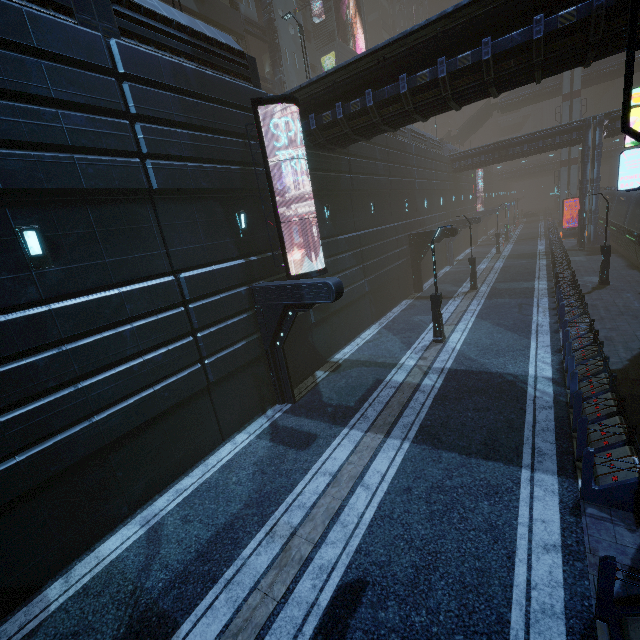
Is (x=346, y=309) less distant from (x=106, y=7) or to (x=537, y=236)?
(x=106, y=7)

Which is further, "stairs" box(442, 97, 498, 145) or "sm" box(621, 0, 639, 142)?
"stairs" box(442, 97, 498, 145)

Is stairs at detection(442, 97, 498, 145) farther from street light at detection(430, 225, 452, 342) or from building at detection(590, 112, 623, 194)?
street light at detection(430, 225, 452, 342)

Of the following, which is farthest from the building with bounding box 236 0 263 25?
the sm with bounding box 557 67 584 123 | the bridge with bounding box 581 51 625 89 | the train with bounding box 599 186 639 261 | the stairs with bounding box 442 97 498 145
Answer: the bridge with bounding box 581 51 625 89

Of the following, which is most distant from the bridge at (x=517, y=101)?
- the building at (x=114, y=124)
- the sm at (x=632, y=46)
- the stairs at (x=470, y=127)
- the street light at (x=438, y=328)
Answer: the sm at (x=632, y=46)

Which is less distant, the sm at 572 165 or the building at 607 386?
the building at 607 386

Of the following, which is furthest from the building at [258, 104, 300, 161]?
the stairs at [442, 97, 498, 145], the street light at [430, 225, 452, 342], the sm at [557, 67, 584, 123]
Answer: the street light at [430, 225, 452, 342]

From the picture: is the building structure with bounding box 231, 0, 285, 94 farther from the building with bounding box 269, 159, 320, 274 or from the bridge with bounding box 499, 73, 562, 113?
the bridge with bounding box 499, 73, 562, 113
